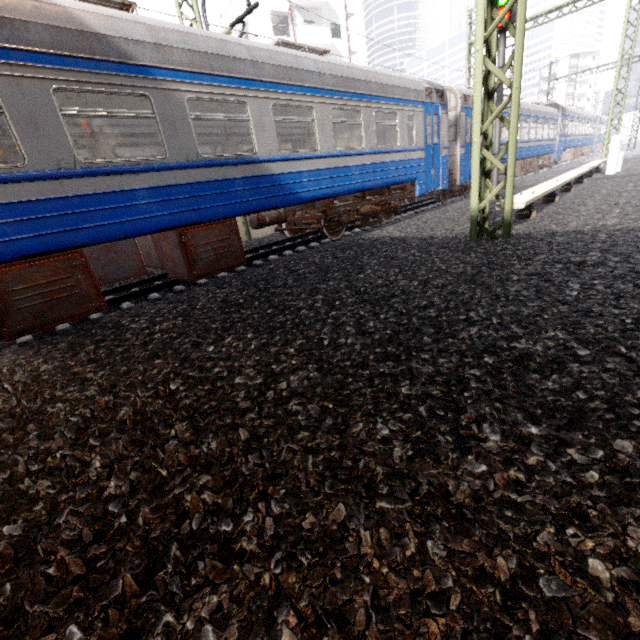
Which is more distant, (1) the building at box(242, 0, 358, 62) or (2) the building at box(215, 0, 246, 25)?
(2) the building at box(215, 0, 246, 25)

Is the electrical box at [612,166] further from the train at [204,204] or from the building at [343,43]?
the building at [343,43]

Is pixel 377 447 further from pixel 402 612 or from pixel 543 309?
pixel 543 309

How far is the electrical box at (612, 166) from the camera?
12.8 meters

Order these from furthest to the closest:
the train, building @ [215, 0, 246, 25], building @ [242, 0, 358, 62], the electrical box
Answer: building @ [215, 0, 246, 25]
building @ [242, 0, 358, 62]
the electrical box
the train

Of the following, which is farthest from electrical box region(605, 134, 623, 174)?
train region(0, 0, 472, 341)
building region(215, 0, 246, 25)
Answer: building region(215, 0, 246, 25)

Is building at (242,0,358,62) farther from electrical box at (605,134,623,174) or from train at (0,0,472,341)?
electrical box at (605,134,623,174)

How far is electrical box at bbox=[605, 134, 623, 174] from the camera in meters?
12.8 m
